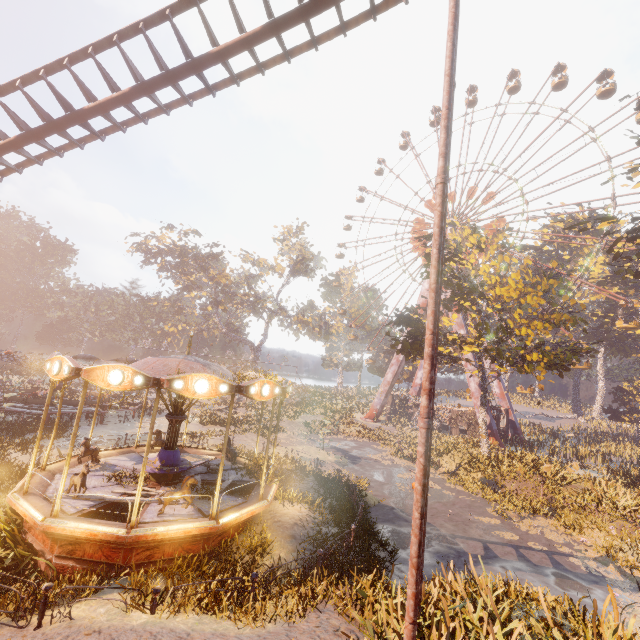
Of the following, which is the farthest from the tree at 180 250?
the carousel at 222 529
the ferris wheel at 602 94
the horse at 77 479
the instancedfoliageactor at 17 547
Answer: the ferris wheel at 602 94

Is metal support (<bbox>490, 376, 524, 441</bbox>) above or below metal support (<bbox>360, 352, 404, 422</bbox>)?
below

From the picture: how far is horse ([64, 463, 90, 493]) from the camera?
8.76m

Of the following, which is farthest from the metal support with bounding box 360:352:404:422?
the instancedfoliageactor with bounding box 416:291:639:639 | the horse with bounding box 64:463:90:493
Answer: the horse with bounding box 64:463:90:493

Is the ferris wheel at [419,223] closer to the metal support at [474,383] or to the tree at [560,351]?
the metal support at [474,383]

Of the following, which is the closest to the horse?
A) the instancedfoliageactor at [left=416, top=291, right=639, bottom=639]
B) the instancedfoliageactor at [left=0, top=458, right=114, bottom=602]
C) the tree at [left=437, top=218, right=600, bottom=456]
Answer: the instancedfoliageactor at [left=0, top=458, right=114, bottom=602]

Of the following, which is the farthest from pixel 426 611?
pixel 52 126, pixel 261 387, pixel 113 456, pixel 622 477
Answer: pixel 622 477

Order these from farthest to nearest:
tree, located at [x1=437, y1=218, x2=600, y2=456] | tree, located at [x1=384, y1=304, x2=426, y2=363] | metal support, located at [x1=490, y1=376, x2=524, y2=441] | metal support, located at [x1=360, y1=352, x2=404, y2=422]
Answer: metal support, located at [x1=360, y1=352, x2=404, y2=422] → metal support, located at [x1=490, y1=376, x2=524, y2=441] → tree, located at [x1=384, y1=304, x2=426, y2=363] → tree, located at [x1=437, y1=218, x2=600, y2=456]
